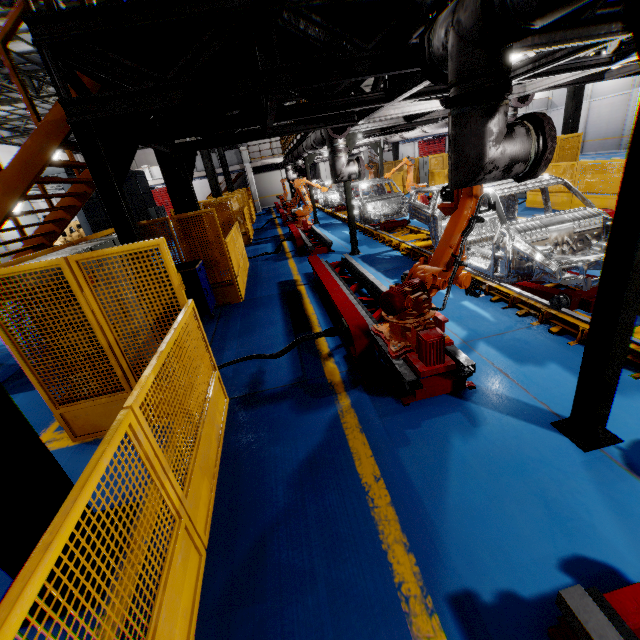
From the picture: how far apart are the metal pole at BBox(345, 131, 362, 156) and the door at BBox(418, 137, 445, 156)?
38.0m

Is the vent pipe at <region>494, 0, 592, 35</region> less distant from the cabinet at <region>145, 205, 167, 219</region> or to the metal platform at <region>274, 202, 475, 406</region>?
the metal platform at <region>274, 202, 475, 406</region>

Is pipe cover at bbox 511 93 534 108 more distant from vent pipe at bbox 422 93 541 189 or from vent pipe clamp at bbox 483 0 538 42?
vent pipe clamp at bbox 483 0 538 42

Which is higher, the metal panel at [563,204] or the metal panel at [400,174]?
the metal panel at [400,174]

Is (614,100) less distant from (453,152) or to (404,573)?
(453,152)

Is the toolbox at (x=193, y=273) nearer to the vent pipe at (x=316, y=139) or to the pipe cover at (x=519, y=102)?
the vent pipe at (x=316, y=139)

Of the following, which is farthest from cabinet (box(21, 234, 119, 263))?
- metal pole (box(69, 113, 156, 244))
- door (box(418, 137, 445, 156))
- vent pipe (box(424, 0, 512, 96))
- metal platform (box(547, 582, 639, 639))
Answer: door (box(418, 137, 445, 156))

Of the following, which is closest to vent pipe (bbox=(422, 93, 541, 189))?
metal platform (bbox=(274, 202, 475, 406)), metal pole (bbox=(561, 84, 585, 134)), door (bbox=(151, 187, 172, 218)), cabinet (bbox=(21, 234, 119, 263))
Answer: metal platform (bbox=(274, 202, 475, 406))
